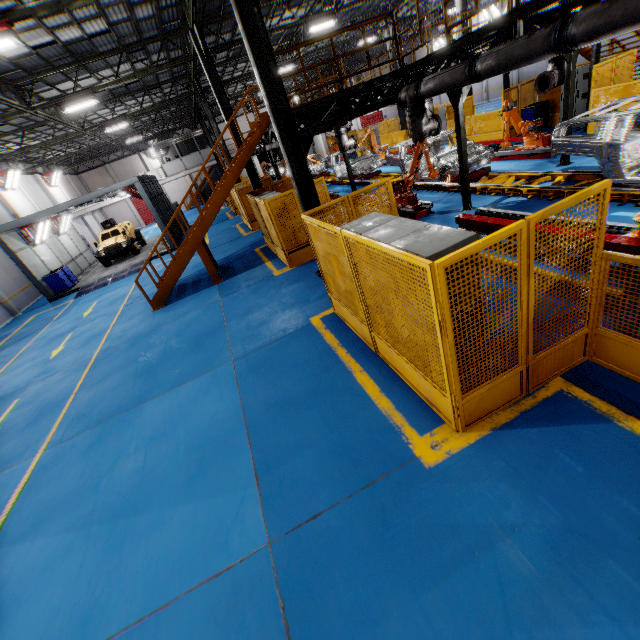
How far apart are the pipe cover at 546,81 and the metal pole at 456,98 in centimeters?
321cm

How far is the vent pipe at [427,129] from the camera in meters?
9.1

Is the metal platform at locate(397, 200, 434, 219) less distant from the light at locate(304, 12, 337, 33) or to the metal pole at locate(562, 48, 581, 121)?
the metal pole at locate(562, 48, 581, 121)

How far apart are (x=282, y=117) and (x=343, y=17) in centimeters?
2213cm

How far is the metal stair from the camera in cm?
1034

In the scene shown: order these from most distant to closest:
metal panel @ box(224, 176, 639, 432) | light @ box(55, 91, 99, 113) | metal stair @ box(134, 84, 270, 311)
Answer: light @ box(55, 91, 99, 113) < metal stair @ box(134, 84, 270, 311) < metal panel @ box(224, 176, 639, 432)

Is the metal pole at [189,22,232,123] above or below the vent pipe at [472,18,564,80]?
above

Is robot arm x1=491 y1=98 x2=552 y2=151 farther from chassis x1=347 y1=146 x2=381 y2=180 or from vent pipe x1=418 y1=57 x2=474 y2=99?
vent pipe x1=418 y1=57 x2=474 y2=99
